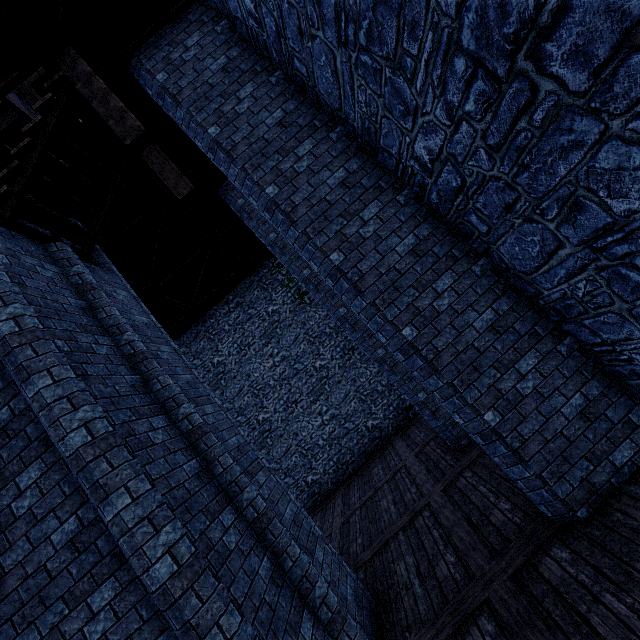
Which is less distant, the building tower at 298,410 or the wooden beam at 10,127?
the wooden beam at 10,127

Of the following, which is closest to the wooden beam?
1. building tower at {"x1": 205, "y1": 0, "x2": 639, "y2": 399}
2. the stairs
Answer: building tower at {"x1": 205, "y1": 0, "x2": 639, "y2": 399}

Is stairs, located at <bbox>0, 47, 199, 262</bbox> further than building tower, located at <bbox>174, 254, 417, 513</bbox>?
No

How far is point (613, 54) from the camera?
2.0m

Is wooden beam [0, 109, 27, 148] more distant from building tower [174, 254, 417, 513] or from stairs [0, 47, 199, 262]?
stairs [0, 47, 199, 262]

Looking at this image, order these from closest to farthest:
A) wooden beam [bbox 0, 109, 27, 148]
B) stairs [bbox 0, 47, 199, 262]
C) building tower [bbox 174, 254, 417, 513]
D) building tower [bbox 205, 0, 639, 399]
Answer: building tower [bbox 205, 0, 639, 399] < stairs [bbox 0, 47, 199, 262] < wooden beam [bbox 0, 109, 27, 148] < building tower [bbox 174, 254, 417, 513]

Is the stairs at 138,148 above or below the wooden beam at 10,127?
below
